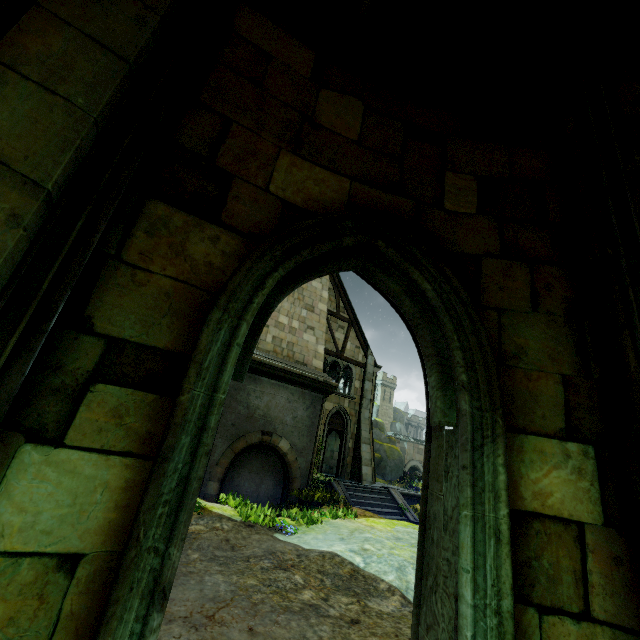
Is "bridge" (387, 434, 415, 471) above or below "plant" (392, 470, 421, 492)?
above

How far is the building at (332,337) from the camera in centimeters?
1739cm

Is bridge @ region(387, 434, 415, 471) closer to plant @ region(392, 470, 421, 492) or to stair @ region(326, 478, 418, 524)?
plant @ region(392, 470, 421, 492)

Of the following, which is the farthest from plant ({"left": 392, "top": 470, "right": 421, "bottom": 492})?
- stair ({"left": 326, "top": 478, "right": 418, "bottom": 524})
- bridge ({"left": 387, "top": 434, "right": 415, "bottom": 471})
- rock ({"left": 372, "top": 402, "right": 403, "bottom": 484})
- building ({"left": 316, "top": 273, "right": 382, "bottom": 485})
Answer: stair ({"left": 326, "top": 478, "right": 418, "bottom": 524})

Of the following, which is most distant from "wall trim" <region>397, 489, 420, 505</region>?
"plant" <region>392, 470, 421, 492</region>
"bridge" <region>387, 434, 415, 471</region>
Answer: "bridge" <region>387, 434, 415, 471</region>

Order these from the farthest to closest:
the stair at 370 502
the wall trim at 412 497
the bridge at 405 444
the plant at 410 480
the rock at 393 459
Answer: the bridge at 405 444 < the rock at 393 459 < the plant at 410 480 < the wall trim at 412 497 < the stair at 370 502

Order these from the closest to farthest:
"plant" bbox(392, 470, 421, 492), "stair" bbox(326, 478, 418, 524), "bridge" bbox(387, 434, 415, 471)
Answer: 1. "stair" bbox(326, 478, 418, 524)
2. "plant" bbox(392, 470, 421, 492)
3. "bridge" bbox(387, 434, 415, 471)

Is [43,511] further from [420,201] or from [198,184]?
[420,201]
